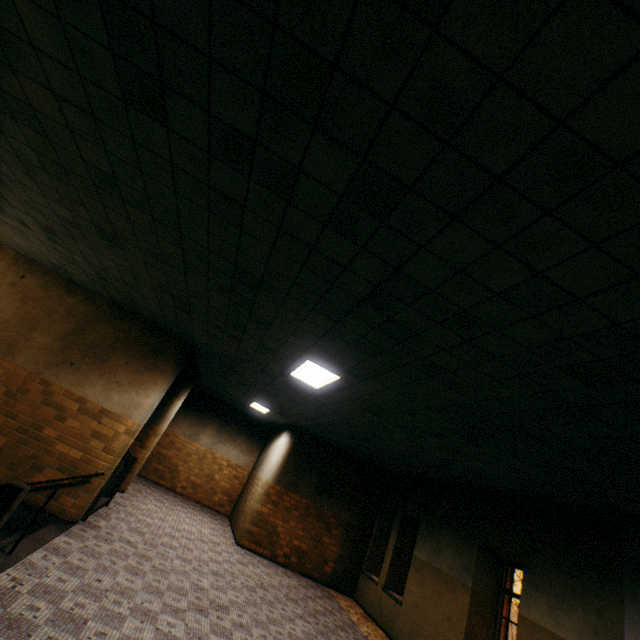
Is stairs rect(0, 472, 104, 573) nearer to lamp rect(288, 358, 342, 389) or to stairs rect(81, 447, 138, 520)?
stairs rect(81, 447, 138, 520)

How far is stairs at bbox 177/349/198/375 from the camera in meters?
8.9

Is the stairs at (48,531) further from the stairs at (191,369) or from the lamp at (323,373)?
the lamp at (323,373)

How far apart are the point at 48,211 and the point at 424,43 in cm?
534

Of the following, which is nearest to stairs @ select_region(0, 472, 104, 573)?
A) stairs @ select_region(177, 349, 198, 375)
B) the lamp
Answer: stairs @ select_region(177, 349, 198, 375)
